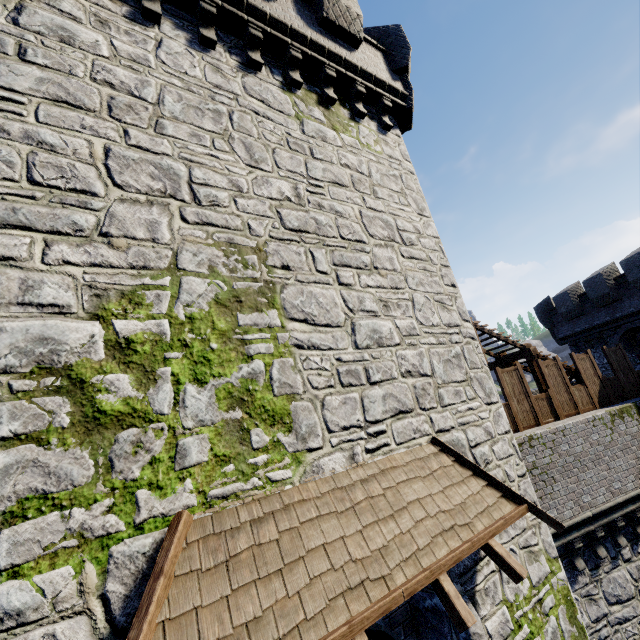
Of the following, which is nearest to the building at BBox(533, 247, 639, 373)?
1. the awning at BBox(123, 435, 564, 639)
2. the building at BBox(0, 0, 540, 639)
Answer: the building at BBox(0, 0, 540, 639)

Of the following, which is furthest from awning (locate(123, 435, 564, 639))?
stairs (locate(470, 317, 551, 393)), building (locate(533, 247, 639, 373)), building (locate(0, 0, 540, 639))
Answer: building (locate(533, 247, 639, 373))

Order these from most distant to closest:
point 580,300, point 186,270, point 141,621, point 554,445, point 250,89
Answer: point 580,300
point 554,445
point 250,89
point 186,270
point 141,621

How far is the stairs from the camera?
12.72m

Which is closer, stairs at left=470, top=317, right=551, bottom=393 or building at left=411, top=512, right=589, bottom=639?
building at left=411, top=512, right=589, bottom=639

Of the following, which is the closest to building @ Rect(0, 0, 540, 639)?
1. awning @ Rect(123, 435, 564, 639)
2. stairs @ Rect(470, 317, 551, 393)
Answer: awning @ Rect(123, 435, 564, 639)

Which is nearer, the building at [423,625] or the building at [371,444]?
the building at [371,444]

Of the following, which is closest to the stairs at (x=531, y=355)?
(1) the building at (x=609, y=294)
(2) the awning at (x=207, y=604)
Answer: (1) the building at (x=609, y=294)
